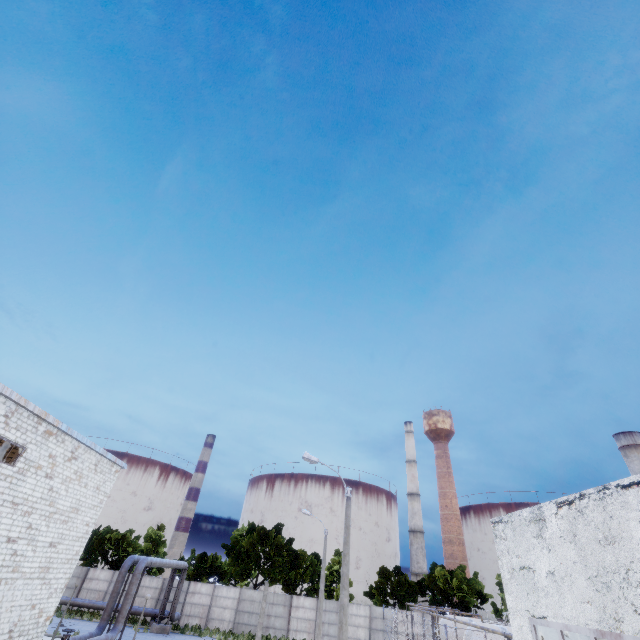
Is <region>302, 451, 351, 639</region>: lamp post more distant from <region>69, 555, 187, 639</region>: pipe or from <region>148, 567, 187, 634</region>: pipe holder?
<region>148, 567, 187, 634</region>: pipe holder

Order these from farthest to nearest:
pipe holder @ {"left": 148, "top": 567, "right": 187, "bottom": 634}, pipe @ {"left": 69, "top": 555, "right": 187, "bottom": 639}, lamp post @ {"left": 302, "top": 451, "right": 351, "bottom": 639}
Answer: pipe holder @ {"left": 148, "top": 567, "right": 187, "bottom": 634} → pipe @ {"left": 69, "top": 555, "right": 187, "bottom": 639} → lamp post @ {"left": 302, "top": 451, "right": 351, "bottom": 639}

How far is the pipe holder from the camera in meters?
29.6

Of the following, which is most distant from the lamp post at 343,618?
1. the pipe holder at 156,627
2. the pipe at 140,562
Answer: the pipe holder at 156,627

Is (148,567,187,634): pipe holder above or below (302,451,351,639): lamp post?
below

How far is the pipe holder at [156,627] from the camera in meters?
29.6

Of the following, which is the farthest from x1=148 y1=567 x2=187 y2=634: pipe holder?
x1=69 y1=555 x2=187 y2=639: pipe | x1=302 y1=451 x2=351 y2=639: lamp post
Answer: x1=302 y1=451 x2=351 y2=639: lamp post

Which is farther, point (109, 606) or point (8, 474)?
point (109, 606)
